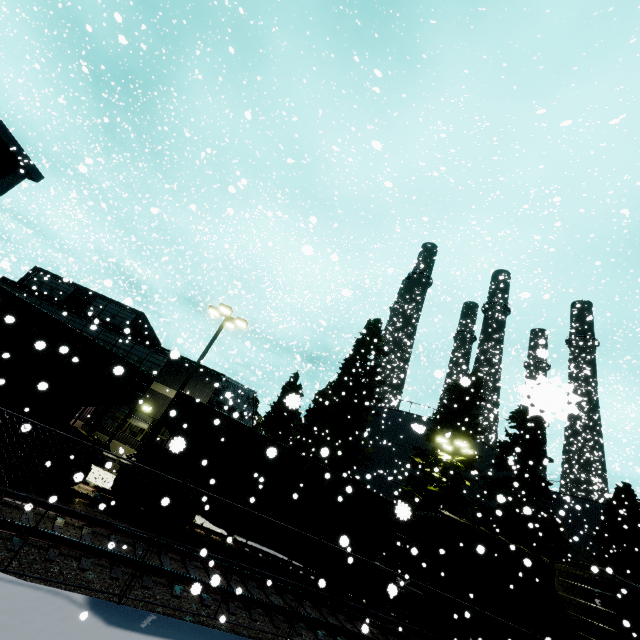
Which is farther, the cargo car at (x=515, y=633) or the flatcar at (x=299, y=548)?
the cargo car at (x=515, y=633)

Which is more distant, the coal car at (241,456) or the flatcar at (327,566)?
the flatcar at (327,566)

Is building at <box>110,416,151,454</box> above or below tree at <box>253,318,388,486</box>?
below

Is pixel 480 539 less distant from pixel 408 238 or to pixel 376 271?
pixel 408 238

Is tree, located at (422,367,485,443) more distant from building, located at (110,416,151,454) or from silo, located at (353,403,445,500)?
building, located at (110,416,151,454)

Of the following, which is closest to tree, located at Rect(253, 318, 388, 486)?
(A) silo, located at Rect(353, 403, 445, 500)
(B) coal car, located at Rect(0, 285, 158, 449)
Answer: (A) silo, located at Rect(353, 403, 445, 500)

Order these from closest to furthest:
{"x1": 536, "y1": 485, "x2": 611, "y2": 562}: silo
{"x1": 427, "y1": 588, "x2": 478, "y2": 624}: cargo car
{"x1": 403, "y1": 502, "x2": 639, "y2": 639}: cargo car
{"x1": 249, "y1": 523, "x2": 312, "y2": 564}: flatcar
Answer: {"x1": 403, "y1": 502, "x2": 639, "y2": 639}: cargo car
{"x1": 249, "y1": 523, "x2": 312, "y2": 564}: flatcar
{"x1": 427, "y1": 588, "x2": 478, "y2": 624}: cargo car
{"x1": 536, "y1": 485, "x2": 611, "y2": 562}: silo

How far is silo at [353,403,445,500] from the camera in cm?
2692
